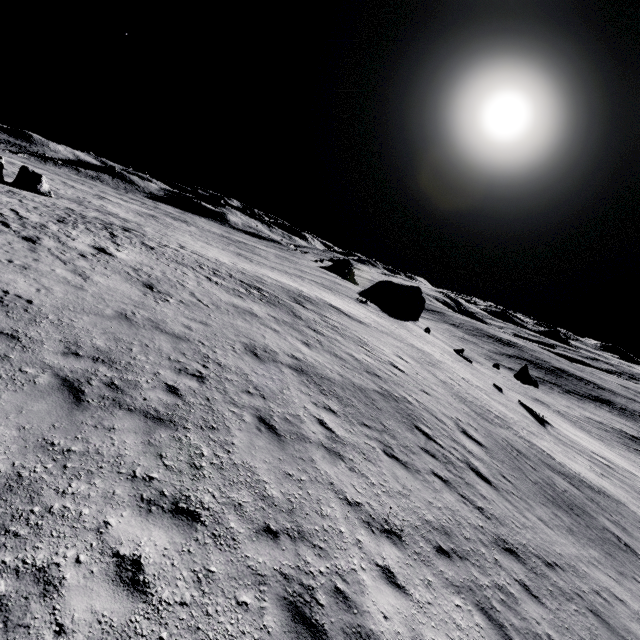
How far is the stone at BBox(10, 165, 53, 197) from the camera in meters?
29.5 m

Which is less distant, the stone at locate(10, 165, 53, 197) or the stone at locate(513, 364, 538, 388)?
the stone at locate(10, 165, 53, 197)

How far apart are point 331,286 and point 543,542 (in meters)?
44.55

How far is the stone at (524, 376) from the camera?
37.38m

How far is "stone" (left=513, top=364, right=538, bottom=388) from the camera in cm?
3738

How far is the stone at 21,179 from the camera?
29.53m

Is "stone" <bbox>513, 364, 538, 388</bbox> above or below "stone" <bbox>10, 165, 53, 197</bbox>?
below
